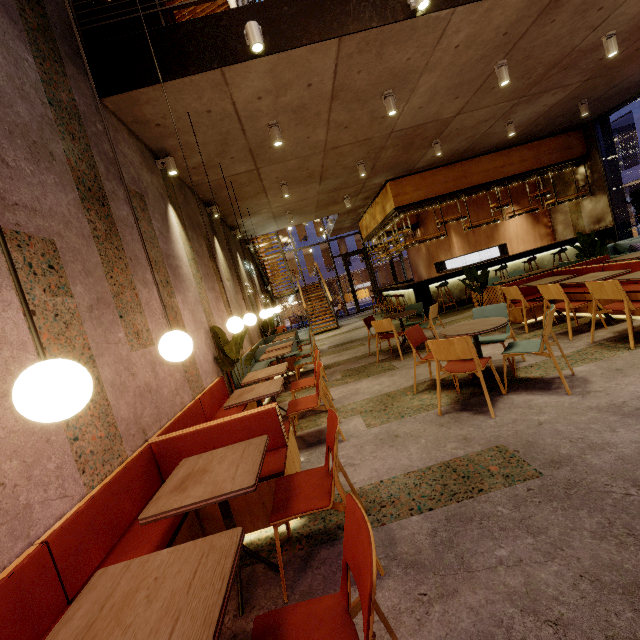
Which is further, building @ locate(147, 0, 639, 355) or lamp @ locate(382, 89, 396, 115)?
lamp @ locate(382, 89, 396, 115)

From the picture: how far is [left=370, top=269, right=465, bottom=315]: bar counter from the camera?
10.2 meters

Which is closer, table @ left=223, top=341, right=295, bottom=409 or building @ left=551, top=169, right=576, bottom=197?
table @ left=223, top=341, right=295, bottom=409

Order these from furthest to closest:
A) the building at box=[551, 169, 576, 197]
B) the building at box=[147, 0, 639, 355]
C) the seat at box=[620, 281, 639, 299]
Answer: the building at box=[551, 169, 576, 197]
the seat at box=[620, 281, 639, 299]
the building at box=[147, 0, 639, 355]

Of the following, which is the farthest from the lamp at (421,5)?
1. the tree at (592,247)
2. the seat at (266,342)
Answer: the tree at (592,247)

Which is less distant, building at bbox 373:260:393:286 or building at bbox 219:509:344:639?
building at bbox 219:509:344:639

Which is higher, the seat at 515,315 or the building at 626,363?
the seat at 515,315

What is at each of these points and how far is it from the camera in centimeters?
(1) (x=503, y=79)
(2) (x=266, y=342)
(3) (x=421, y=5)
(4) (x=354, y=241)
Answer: (1) lamp, 541cm
(2) seat, 1058cm
(3) lamp, 373cm
(4) building, 3588cm
